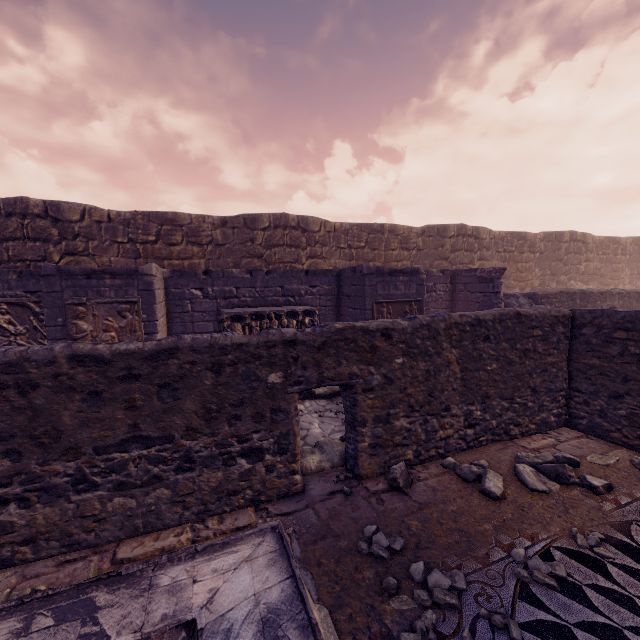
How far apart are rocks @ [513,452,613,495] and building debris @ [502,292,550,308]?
6.4m

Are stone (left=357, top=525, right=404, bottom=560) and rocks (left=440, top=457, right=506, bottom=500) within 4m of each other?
yes

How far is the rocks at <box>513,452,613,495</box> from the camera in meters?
3.6 m

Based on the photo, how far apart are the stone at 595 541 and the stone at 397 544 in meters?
1.5

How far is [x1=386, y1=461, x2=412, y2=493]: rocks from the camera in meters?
3.6

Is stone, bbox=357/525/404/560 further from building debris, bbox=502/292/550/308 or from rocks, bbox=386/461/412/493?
building debris, bbox=502/292/550/308

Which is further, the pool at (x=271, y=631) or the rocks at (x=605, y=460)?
the rocks at (x=605, y=460)

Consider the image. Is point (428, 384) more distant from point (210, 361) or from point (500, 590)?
point (210, 361)
